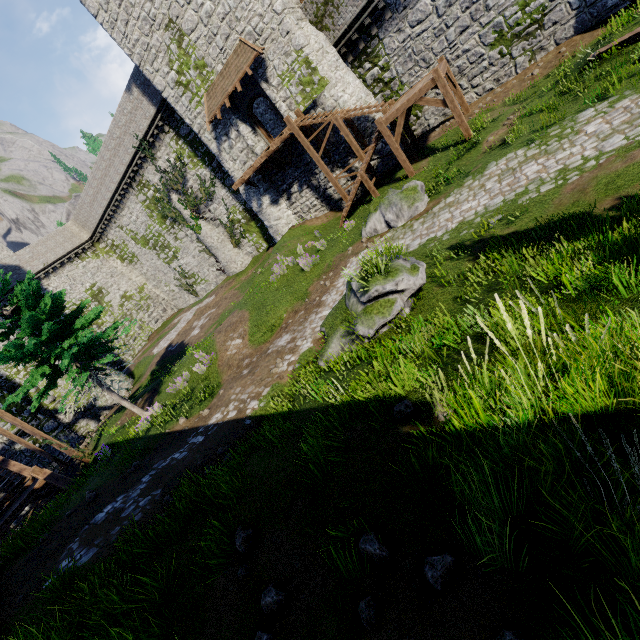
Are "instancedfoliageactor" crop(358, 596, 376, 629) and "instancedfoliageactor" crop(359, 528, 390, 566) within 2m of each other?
yes

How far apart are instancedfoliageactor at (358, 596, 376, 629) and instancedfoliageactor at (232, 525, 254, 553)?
2.1 meters

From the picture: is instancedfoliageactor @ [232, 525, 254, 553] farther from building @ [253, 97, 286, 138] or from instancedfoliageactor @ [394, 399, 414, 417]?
building @ [253, 97, 286, 138]

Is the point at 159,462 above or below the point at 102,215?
below

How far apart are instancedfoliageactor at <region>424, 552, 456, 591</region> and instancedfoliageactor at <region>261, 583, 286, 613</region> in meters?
1.7

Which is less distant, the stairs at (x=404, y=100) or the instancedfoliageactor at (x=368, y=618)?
the instancedfoliageactor at (x=368, y=618)

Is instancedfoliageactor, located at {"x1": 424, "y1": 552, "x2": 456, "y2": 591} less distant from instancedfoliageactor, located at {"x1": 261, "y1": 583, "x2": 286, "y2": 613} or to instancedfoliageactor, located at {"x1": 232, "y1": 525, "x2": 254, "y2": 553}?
instancedfoliageactor, located at {"x1": 261, "y1": 583, "x2": 286, "y2": 613}

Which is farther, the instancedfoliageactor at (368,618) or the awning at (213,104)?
the awning at (213,104)
